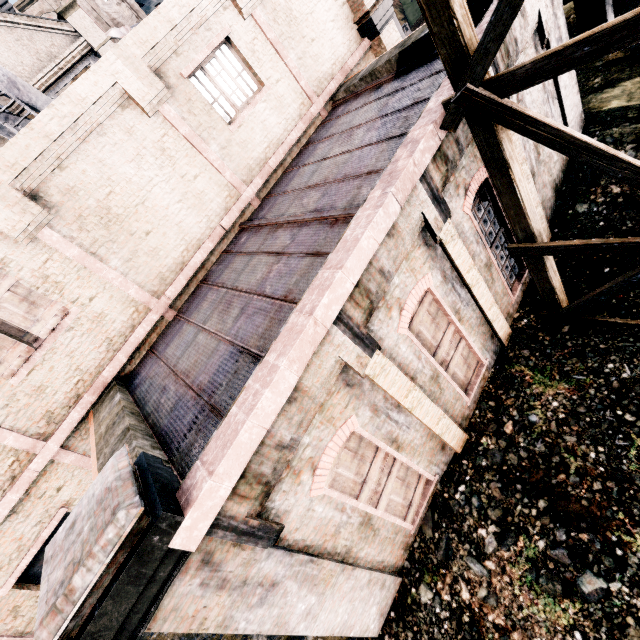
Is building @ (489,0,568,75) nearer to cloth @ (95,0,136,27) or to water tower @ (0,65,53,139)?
water tower @ (0,65,53,139)

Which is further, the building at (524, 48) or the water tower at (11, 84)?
the water tower at (11, 84)

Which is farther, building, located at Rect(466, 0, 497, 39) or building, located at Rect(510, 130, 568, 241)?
building, located at Rect(510, 130, 568, 241)

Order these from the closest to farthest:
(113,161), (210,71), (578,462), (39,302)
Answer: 1. (578,462)
2. (39,302)
3. (113,161)
4. (210,71)

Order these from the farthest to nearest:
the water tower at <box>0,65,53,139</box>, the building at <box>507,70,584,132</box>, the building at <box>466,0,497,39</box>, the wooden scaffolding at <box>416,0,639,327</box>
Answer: Result: the water tower at <box>0,65,53,139</box> < the building at <box>507,70,584,132</box> < the building at <box>466,0,497,39</box> < the wooden scaffolding at <box>416,0,639,327</box>

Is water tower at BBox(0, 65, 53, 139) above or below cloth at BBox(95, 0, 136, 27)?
below

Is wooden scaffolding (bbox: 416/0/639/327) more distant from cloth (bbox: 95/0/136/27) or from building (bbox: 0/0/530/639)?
cloth (bbox: 95/0/136/27)

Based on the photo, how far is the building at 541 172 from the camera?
7.5 meters
